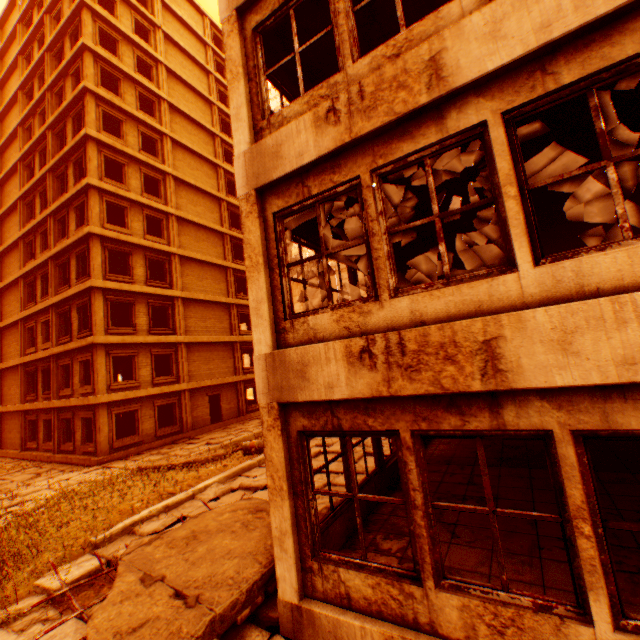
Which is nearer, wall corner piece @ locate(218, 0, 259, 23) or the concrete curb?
wall corner piece @ locate(218, 0, 259, 23)

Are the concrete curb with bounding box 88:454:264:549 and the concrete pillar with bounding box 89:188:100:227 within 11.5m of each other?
no

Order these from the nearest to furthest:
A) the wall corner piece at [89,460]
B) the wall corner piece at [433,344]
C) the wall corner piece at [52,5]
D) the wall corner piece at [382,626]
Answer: the wall corner piece at [433,344] < the wall corner piece at [382,626] < the wall corner piece at [89,460] < the wall corner piece at [52,5]

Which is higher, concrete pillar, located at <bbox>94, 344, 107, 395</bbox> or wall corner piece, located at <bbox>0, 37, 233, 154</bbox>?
wall corner piece, located at <bbox>0, 37, 233, 154</bbox>

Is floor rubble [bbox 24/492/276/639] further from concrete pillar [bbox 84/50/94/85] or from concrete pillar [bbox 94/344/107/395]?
concrete pillar [bbox 84/50/94/85]

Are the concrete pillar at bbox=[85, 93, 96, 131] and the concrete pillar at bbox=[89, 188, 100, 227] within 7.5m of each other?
yes

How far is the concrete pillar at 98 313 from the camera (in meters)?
17.39

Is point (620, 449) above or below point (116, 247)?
below
